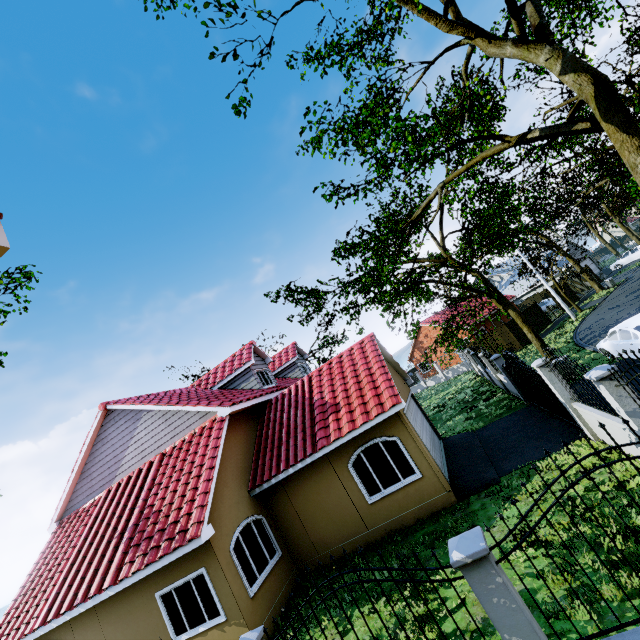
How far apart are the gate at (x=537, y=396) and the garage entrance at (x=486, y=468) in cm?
270

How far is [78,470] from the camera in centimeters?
1440cm

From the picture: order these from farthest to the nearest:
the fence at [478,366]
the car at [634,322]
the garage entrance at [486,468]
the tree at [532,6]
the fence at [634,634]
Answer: the fence at [478,366] < the car at [634,322] < the garage entrance at [486,468] < the tree at [532,6] < the fence at [634,634]

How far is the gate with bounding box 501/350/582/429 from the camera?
10.11m

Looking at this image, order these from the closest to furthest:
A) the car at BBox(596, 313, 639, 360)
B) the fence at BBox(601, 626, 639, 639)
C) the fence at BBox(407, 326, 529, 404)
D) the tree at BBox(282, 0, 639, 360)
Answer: the fence at BBox(601, 626, 639, 639) < the tree at BBox(282, 0, 639, 360) < the car at BBox(596, 313, 639, 360) < the fence at BBox(407, 326, 529, 404)

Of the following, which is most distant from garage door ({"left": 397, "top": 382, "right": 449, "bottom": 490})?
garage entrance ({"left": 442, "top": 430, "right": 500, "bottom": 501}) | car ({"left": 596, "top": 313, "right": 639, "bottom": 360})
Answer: car ({"left": 596, "top": 313, "right": 639, "bottom": 360})

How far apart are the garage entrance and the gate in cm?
270

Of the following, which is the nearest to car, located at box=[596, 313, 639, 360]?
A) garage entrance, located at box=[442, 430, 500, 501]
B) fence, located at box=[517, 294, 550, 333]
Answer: fence, located at box=[517, 294, 550, 333]
